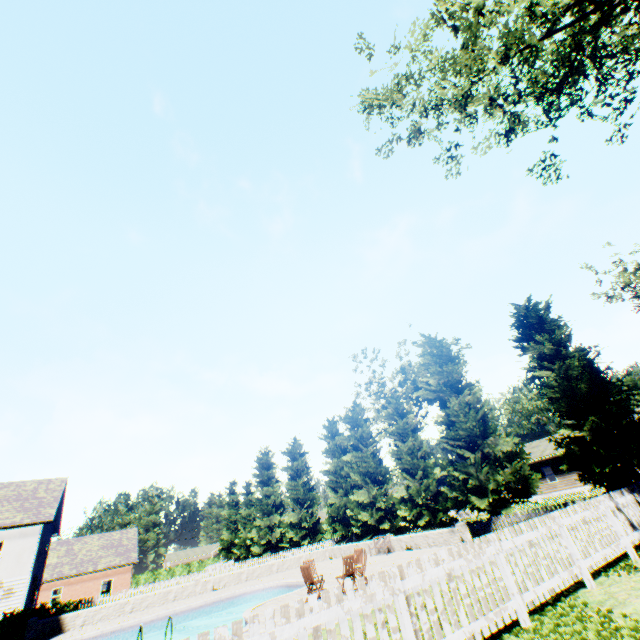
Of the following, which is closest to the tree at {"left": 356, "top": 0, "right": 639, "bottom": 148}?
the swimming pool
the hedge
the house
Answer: the house

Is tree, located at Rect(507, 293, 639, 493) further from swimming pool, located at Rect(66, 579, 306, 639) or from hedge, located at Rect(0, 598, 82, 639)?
hedge, located at Rect(0, 598, 82, 639)

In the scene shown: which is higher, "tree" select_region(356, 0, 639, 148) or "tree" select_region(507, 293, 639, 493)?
"tree" select_region(356, 0, 639, 148)

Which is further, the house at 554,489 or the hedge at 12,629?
the house at 554,489

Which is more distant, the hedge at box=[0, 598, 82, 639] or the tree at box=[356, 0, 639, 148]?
the hedge at box=[0, 598, 82, 639]

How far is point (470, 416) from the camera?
21.0 meters

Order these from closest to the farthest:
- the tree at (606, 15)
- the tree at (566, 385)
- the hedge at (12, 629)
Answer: the tree at (606, 15) < the tree at (566, 385) < the hedge at (12, 629)

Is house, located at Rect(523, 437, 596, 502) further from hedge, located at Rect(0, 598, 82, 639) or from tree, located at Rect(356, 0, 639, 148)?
hedge, located at Rect(0, 598, 82, 639)
